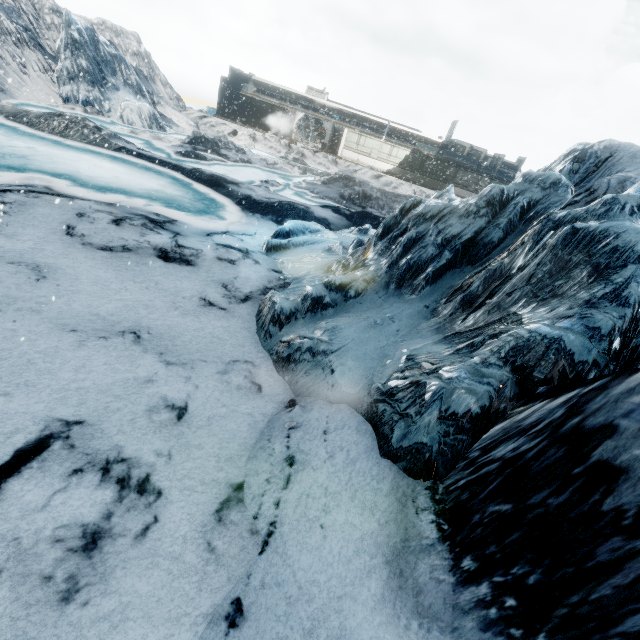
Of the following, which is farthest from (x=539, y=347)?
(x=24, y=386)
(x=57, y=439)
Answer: (x=24, y=386)
